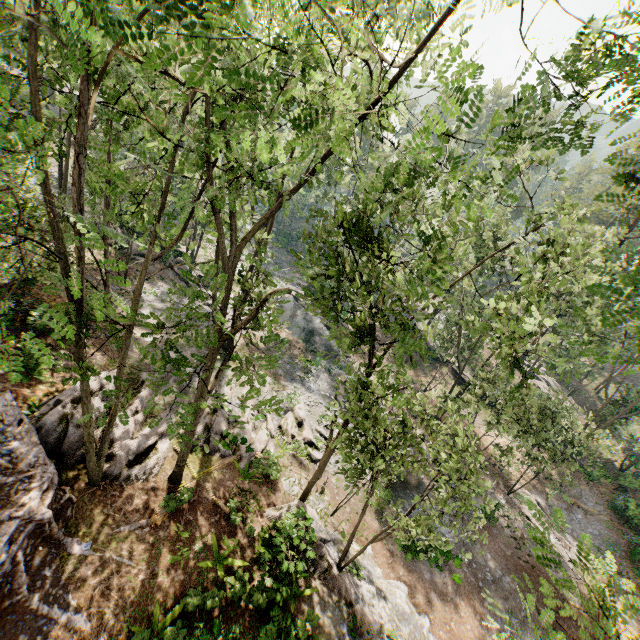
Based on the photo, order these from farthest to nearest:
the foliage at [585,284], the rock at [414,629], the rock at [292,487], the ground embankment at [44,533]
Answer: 1. the rock at [292,487]
2. the rock at [414,629]
3. the ground embankment at [44,533]
4. the foliage at [585,284]

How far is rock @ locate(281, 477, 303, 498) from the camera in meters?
17.3

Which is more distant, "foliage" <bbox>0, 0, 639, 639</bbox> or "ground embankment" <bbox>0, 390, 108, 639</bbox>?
"ground embankment" <bbox>0, 390, 108, 639</bbox>

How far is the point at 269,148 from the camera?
7.3m

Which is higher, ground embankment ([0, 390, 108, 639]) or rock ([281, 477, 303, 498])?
ground embankment ([0, 390, 108, 639])

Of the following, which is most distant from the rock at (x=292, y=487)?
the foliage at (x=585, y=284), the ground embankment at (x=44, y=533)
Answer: the ground embankment at (x=44, y=533)

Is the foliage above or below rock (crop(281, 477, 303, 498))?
above

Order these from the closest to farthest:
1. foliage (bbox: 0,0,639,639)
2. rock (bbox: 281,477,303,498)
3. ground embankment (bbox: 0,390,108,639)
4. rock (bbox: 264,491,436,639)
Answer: foliage (bbox: 0,0,639,639) < ground embankment (bbox: 0,390,108,639) < rock (bbox: 264,491,436,639) < rock (bbox: 281,477,303,498)
